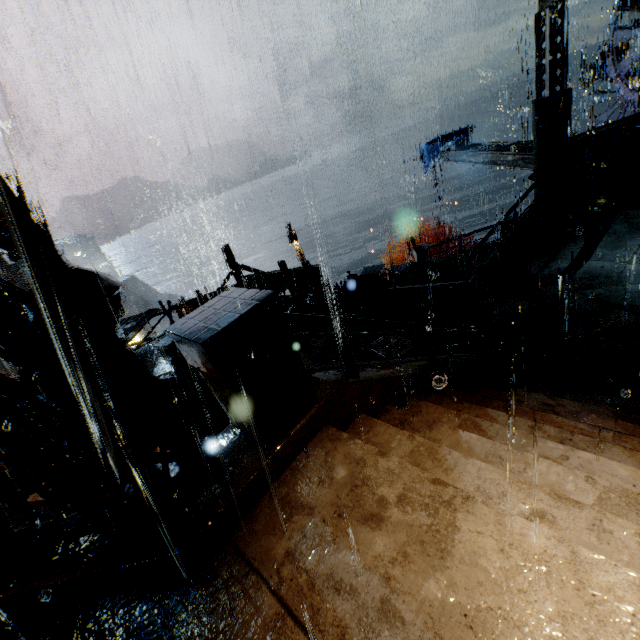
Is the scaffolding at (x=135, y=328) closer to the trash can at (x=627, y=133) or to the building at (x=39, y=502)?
the building at (x=39, y=502)

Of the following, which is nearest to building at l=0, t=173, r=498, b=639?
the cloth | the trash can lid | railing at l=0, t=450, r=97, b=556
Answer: railing at l=0, t=450, r=97, b=556

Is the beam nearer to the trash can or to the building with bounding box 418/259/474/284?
the building with bounding box 418/259/474/284

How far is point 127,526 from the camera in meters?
2.9

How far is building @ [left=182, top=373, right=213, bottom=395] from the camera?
12.5 meters

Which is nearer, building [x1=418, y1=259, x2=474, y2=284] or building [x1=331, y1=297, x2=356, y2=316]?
building [x1=331, y1=297, x2=356, y2=316]

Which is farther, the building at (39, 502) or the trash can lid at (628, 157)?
the trash can lid at (628, 157)

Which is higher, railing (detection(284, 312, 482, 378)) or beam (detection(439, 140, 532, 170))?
railing (detection(284, 312, 482, 378))
